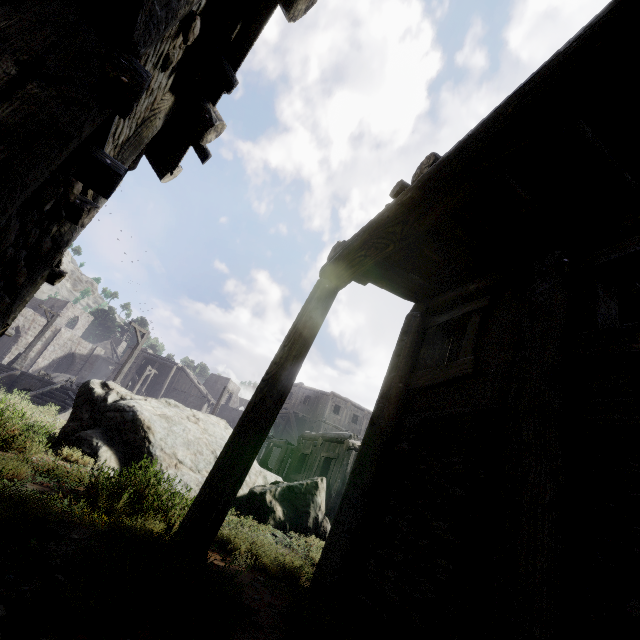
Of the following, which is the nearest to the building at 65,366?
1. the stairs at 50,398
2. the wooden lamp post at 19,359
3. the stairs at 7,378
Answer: the stairs at 7,378

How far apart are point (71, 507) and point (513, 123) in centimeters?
619cm

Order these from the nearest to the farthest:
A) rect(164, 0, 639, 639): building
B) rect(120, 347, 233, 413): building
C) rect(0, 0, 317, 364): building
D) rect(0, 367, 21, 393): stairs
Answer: rect(0, 0, 317, 364): building
rect(164, 0, 639, 639): building
rect(0, 367, 21, 393): stairs
rect(120, 347, 233, 413): building

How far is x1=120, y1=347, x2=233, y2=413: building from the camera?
41.5m

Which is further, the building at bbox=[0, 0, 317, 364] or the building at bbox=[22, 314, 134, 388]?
the building at bbox=[22, 314, 134, 388]

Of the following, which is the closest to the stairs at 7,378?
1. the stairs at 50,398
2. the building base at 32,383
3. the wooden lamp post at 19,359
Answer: the building base at 32,383

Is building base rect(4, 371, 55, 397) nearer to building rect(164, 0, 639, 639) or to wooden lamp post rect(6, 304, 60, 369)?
wooden lamp post rect(6, 304, 60, 369)
